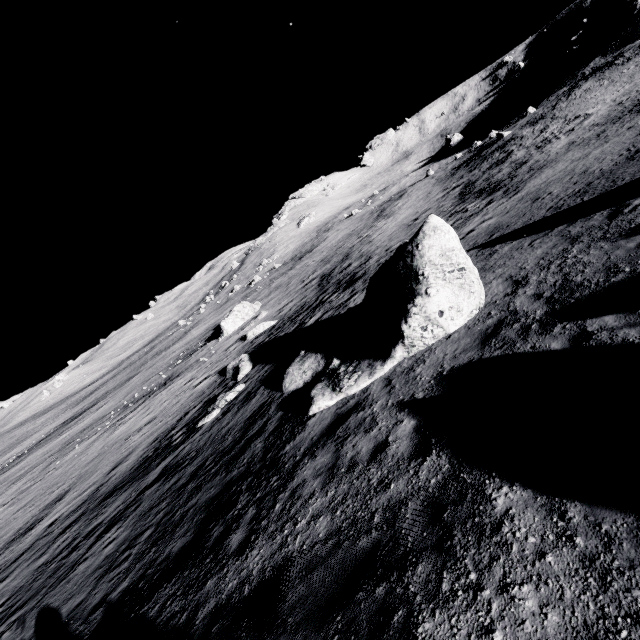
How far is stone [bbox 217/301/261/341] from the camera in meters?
36.5 m

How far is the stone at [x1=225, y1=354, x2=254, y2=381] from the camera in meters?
19.3

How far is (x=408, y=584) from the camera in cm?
373

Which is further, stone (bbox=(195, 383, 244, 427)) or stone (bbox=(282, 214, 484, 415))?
stone (bbox=(195, 383, 244, 427))

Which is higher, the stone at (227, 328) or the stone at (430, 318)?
the stone at (430, 318)

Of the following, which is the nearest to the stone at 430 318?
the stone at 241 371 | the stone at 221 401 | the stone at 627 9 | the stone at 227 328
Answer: the stone at 221 401

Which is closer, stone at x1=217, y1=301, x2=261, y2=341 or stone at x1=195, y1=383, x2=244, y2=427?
stone at x1=195, y1=383, x2=244, y2=427

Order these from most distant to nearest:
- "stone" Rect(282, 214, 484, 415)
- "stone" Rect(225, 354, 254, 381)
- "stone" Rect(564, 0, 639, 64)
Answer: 1. "stone" Rect(564, 0, 639, 64)
2. "stone" Rect(225, 354, 254, 381)
3. "stone" Rect(282, 214, 484, 415)
